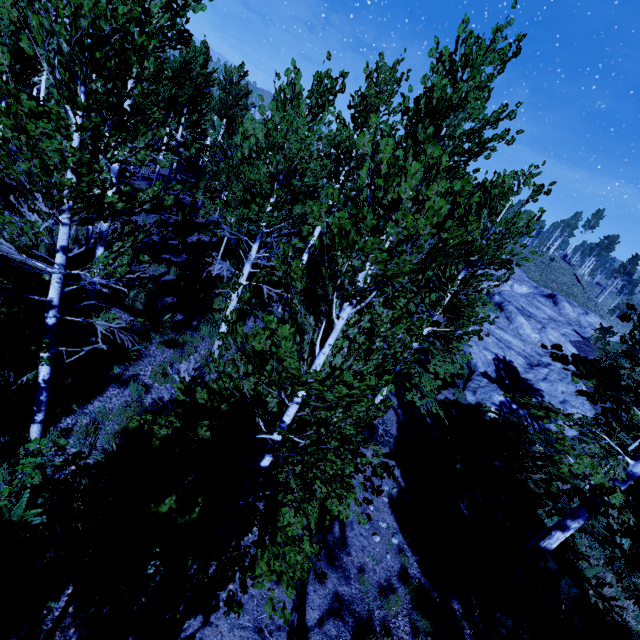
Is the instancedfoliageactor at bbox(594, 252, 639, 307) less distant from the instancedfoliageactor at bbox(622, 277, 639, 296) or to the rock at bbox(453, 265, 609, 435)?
the instancedfoliageactor at bbox(622, 277, 639, 296)

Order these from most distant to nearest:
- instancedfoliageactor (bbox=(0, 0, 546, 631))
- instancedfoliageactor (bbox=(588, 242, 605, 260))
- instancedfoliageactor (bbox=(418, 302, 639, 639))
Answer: instancedfoliageactor (bbox=(588, 242, 605, 260))
instancedfoliageactor (bbox=(418, 302, 639, 639))
instancedfoliageactor (bbox=(0, 0, 546, 631))

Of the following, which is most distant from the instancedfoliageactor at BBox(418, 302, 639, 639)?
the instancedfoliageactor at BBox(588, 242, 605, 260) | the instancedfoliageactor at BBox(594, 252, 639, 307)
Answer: the instancedfoliageactor at BBox(594, 252, 639, 307)

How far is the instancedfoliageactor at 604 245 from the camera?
58.6 meters

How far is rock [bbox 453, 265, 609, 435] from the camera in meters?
15.9

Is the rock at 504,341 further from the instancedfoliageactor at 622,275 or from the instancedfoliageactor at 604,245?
the instancedfoliageactor at 604,245

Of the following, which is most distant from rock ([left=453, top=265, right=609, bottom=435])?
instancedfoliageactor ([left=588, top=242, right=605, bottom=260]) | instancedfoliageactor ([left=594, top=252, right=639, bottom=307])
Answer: instancedfoliageactor ([left=588, top=242, right=605, bottom=260])

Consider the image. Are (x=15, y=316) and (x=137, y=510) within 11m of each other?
yes
